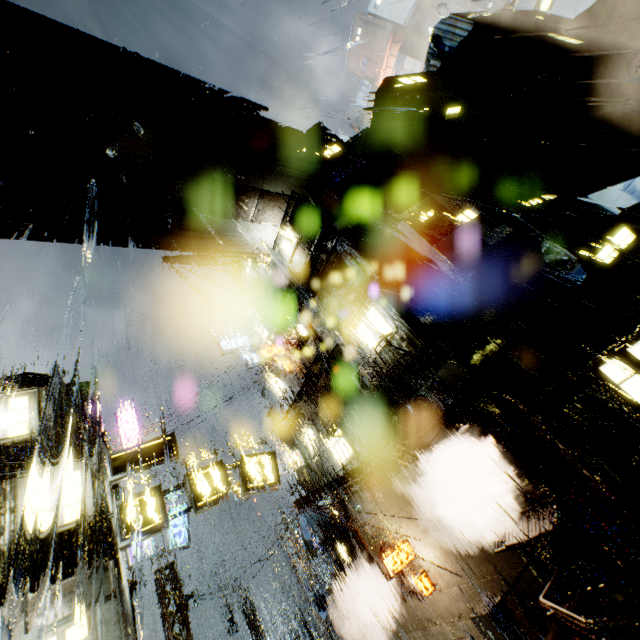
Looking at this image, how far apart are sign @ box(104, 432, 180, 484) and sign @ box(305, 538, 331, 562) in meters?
12.8

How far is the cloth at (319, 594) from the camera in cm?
1981

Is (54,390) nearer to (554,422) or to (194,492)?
(194,492)

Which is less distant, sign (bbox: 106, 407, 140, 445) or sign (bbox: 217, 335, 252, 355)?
sign (bbox: 106, 407, 140, 445)

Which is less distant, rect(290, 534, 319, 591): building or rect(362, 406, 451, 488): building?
rect(362, 406, 451, 488): building

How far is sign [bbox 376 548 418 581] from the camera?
14.3m

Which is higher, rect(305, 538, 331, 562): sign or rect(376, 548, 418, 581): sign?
rect(305, 538, 331, 562): sign

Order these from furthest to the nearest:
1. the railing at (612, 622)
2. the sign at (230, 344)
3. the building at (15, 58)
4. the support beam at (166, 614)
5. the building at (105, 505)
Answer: the sign at (230, 344)
the support beam at (166, 614)
the building at (15, 58)
the building at (105, 505)
the railing at (612, 622)
